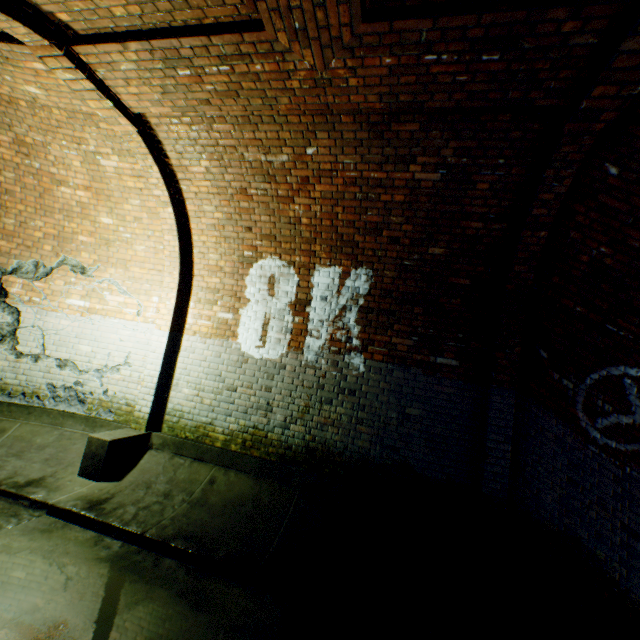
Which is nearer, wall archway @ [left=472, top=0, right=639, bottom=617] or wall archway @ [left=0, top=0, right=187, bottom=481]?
wall archway @ [left=472, top=0, right=639, bottom=617]

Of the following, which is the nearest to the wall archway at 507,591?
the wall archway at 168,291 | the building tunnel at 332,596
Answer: the building tunnel at 332,596

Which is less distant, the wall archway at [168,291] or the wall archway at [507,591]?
the wall archway at [507,591]

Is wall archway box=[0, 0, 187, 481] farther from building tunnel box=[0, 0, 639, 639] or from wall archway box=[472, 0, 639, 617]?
wall archway box=[472, 0, 639, 617]

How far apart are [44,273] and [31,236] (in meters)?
0.63

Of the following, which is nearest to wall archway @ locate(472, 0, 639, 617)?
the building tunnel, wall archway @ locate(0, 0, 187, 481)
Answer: the building tunnel
